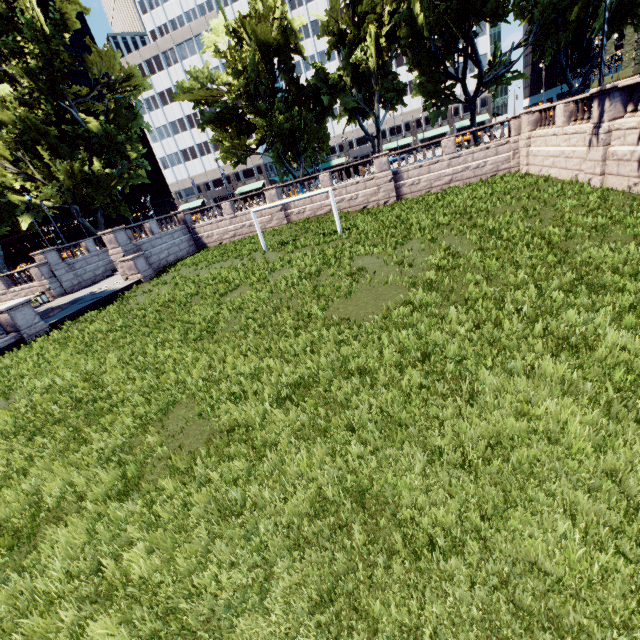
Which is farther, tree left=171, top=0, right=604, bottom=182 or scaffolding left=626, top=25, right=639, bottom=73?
scaffolding left=626, top=25, right=639, bottom=73

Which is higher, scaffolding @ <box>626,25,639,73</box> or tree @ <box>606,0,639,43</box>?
scaffolding @ <box>626,25,639,73</box>

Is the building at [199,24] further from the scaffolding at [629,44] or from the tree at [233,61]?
the scaffolding at [629,44]

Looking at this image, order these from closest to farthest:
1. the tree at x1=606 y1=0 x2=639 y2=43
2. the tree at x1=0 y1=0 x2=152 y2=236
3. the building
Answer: the tree at x1=606 y1=0 x2=639 y2=43 → the tree at x1=0 y1=0 x2=152 y2=236 → the building

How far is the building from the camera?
58.77m

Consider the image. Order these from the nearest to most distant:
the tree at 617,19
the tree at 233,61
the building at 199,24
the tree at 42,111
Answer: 1. the tree at 617,19
2. the tree at 233,61
3. the tree at 42,111
4. the building at 199,24

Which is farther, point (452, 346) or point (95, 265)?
point (95, 265)

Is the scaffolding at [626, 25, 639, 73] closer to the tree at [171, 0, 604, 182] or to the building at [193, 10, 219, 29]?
the building at [193, 10, 219, 29]
